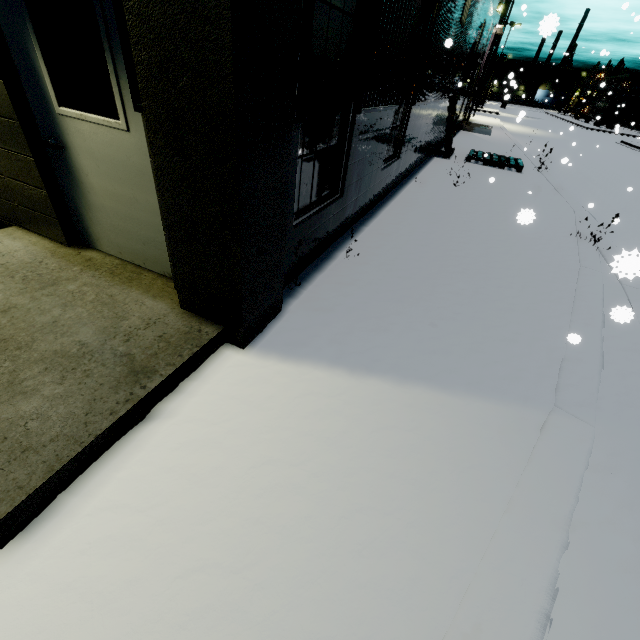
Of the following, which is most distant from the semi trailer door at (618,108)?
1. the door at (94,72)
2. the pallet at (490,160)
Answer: the door at (94,72)

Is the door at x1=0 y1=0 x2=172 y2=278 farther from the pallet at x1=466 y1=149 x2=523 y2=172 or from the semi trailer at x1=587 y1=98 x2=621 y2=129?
the pallet at x1=466 y1=149 x2=523 y2=172

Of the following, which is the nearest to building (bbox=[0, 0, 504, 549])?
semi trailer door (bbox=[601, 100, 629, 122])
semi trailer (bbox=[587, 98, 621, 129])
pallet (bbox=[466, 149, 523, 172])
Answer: semi trailer (bbox=[587, 98, 621, 129])

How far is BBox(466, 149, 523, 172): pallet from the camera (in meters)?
11.43

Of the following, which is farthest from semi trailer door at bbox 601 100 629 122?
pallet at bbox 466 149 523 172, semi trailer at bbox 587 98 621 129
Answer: pallet at bbox 466 149 523 172

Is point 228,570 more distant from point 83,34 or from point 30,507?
point 83,34

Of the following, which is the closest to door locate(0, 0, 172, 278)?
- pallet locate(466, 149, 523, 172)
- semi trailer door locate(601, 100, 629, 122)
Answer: pallet locate(466, 149, 523, 172)

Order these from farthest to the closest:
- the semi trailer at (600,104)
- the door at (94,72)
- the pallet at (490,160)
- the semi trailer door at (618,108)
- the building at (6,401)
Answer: the semi trailer at (600,104), the semi trailer door at (618,108), the pallet at (490,160), the door at (94,72), the building at (6,401)
